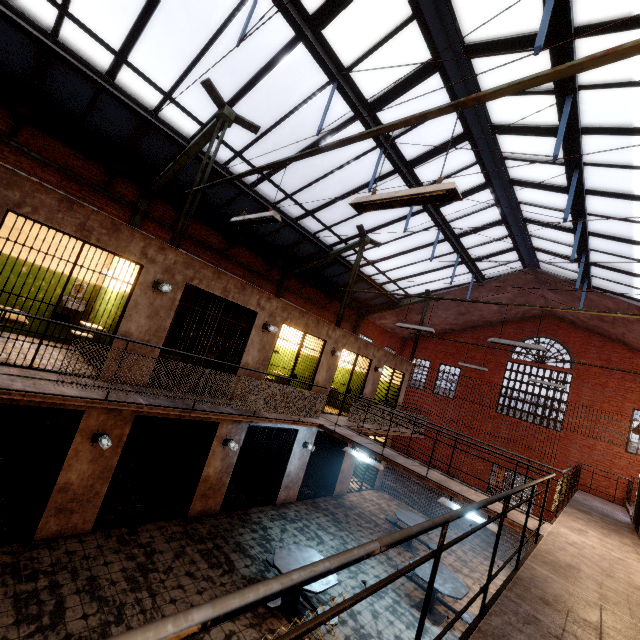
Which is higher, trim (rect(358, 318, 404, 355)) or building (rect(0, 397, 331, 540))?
trim (rect(358, 318, 404, 355))

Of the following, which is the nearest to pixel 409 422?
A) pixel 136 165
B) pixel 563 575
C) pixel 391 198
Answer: pixel 563 575

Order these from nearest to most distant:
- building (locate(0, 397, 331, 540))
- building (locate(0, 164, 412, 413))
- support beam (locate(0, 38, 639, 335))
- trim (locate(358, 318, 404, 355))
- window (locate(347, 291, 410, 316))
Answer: support beam (locate(0, 38, 639, 335)), building (locate(0, 164, 412, 413)), building (locate(0, 397, 331, 540)), window (locate(347, 291, 410, 316)), trim (locate(358, 318, 404, 355))

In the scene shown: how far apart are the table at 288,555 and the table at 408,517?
3.88m

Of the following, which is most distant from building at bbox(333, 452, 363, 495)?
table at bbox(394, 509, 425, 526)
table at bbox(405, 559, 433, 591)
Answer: table at bbox(405, 559, 433, 591)

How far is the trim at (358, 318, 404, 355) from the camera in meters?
19.1

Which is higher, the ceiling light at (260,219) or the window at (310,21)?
the window at (310,21)

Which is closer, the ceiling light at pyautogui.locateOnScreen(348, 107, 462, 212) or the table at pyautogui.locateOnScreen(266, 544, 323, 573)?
the ceiling light at pyautogui.locateOnScreen(348, 107, 462, 212)
